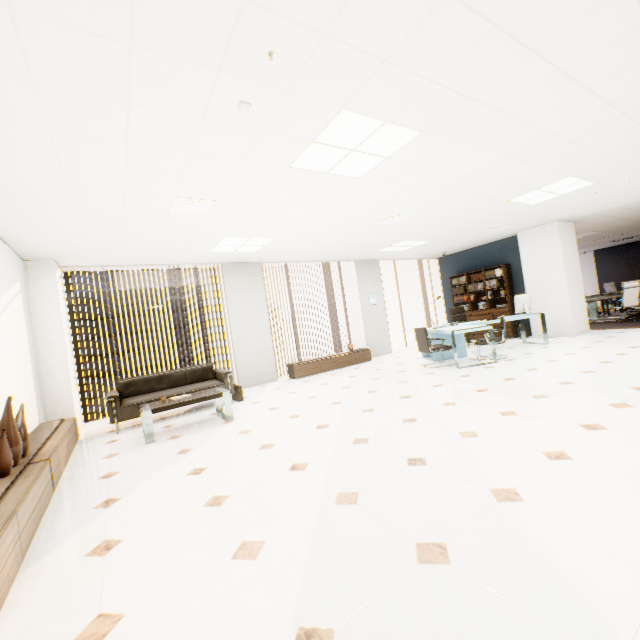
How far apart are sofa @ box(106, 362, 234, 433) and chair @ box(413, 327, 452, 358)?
3.94m

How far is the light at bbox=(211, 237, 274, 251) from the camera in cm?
583

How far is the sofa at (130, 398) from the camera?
5.12m

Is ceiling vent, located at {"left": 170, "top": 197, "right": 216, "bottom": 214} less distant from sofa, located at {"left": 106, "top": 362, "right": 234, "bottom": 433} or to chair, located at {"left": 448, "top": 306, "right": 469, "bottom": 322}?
sofa, located at {"left": 106, "top": 362, "right": 234, "bottom": 433}

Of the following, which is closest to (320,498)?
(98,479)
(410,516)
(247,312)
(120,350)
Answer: (410,516)

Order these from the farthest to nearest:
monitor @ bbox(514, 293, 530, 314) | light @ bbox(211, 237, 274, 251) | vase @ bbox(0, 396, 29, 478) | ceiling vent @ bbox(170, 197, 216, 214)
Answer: monitor @ bbox(514, 293, 530, 314) → light @ bbox(211, 237, 274, 251) → ceiling vent @ bbox(170, 197, 216, 214) → vase @ bbox(0, 396, 29, 478)

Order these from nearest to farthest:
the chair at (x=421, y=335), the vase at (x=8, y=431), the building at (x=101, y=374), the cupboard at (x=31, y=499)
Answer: the cupboard at (x=31, y=499) < the vase at (x=8, y=431) < the chair at (x=421, y=335) < the building at (x=101, y=374)

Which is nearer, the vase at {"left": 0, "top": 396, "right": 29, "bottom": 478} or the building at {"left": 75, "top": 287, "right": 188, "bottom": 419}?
the vase at {"left": 0, "top": 396, "right": 29, "bottom": 478}
